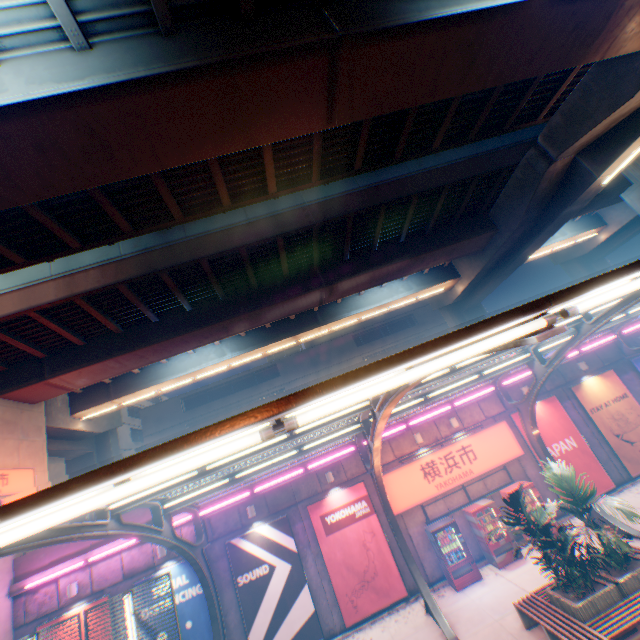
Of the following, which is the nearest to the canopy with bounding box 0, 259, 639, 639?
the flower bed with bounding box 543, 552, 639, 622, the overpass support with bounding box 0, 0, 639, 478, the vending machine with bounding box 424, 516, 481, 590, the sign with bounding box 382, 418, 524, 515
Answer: the sign with bounding box 382, 418, 524, 515

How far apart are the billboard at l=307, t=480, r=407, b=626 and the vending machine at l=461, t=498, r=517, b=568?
3.4 meters

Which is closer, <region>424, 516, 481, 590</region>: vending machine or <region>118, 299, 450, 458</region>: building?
<region>424, 516, 481, 590</region>: vending machine

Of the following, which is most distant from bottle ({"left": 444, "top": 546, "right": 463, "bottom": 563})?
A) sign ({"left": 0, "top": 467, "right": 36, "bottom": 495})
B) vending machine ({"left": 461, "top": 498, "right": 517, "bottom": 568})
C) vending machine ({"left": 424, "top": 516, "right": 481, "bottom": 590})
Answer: sign ({"left": 0, "top": 467, "right": 36, "bottom": 495})

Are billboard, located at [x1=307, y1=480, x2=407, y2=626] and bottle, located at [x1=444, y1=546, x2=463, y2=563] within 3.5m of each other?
yes

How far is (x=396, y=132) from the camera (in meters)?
12.05

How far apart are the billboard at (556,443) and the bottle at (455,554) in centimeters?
523cm

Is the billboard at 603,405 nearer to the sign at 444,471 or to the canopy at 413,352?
the canopy at 413,352
